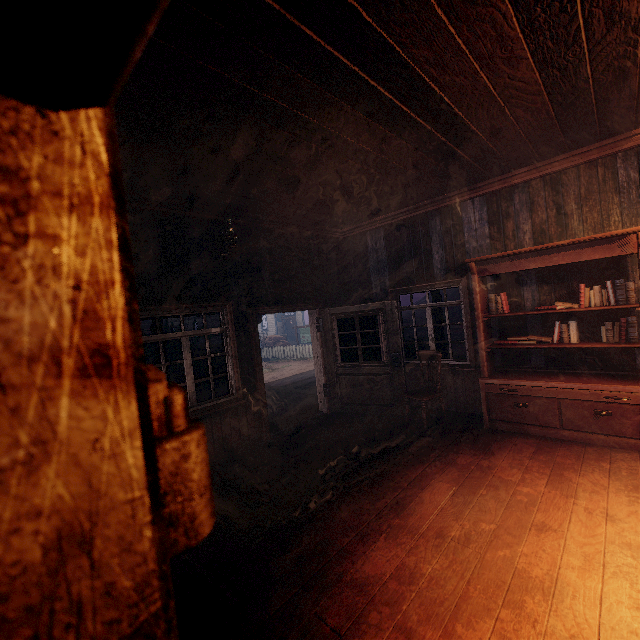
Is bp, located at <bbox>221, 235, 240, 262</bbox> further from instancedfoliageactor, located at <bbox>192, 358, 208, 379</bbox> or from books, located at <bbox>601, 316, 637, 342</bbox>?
instancedfoliageactor, located at <bbox>192, 358, 208, 379</bbox>

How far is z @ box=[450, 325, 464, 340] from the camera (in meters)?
24.17

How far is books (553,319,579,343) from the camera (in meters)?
4.49

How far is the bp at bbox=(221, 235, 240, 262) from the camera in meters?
5.1

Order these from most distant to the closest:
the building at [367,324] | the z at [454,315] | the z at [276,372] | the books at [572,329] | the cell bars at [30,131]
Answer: the z at [454,315] < the z at [276,372] < the building at [367,324] < the books at [572,329] < the cell bars at [30,131]

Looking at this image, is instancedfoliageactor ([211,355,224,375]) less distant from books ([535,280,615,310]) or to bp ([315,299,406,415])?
bp ([315,299,406,415])

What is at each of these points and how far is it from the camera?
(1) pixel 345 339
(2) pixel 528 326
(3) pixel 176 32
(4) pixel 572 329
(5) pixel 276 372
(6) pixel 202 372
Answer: (1) building, 7.3 meters
(2) building, 5.1 meters
(3) building, 2.0 meters
(4) books, 4.5 meters
(5) z, 18.3 meters
(6) instancedfoliageactor, 16.5 meters

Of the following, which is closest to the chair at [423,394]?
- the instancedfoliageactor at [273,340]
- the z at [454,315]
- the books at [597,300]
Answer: the books at [597,300]
